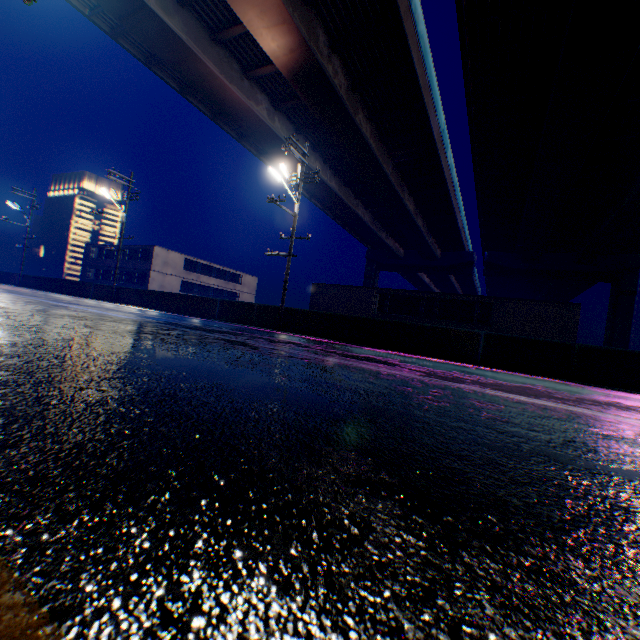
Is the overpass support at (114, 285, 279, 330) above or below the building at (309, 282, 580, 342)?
below

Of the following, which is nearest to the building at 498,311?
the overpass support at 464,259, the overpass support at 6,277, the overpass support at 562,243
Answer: the overpass support at 562,243

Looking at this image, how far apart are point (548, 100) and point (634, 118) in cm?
505

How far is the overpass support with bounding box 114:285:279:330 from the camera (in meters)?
17.23

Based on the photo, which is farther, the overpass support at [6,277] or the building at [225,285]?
the building at [225,285]

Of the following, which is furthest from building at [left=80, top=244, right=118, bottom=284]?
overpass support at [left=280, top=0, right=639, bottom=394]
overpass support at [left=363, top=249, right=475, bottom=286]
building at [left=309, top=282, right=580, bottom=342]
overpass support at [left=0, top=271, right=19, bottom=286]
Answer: overpass support at [left=363, top=249, right=475, bottom=286]

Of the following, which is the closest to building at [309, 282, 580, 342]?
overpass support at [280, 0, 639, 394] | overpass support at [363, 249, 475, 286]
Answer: overpass support at [280, 0, 639, 394]

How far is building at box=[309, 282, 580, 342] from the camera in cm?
1977
